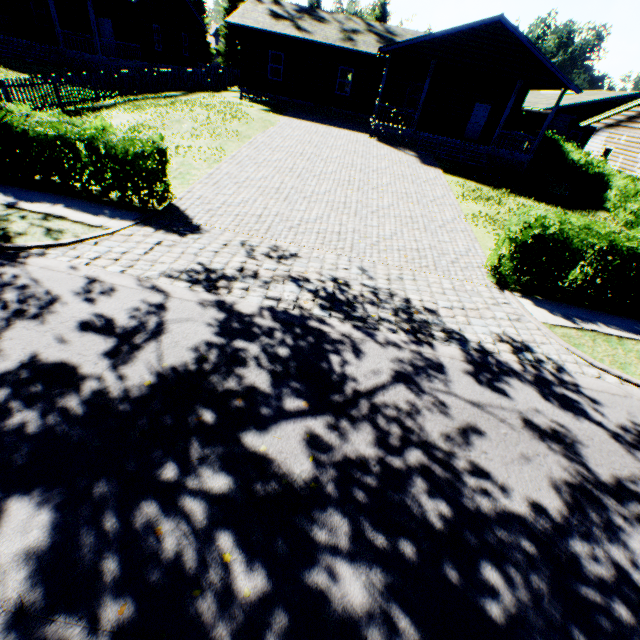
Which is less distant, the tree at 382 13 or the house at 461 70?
the house at 461 70

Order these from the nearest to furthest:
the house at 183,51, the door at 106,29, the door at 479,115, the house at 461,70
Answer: the house at 461,70 < the house at 183,51 < the door at 479,115 < the door at 106,29

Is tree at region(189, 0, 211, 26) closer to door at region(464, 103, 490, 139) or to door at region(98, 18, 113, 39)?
door at region(98, 18, 113, 39)

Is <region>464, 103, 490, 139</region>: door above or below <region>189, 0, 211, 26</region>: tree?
below

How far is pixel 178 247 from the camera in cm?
757

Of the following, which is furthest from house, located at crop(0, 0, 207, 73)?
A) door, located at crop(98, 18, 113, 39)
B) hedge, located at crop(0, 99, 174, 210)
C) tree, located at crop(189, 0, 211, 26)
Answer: hedge, located at crop(0, 99, 174, 210)

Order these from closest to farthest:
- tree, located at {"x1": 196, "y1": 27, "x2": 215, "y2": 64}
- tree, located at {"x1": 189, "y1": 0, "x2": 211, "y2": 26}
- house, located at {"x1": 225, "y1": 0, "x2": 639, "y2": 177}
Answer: house, located at {"x1": 225, "y1": 0, "x2": 639, "y2": 177}
tree, located at {"x1": 189, "y1": 0, "x2": 211, "y2": 26}
tree, located at {"x1": 196, "y1": 27, "x2": 215, "y2": 64}

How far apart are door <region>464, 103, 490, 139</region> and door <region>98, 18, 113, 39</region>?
27.37m
